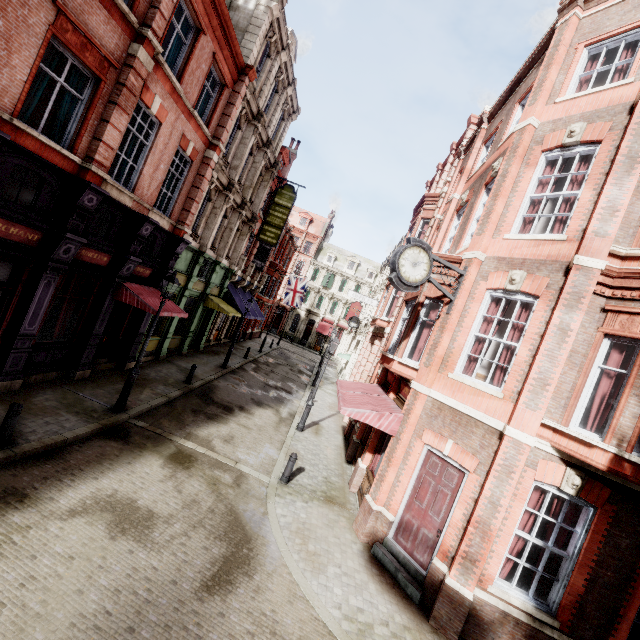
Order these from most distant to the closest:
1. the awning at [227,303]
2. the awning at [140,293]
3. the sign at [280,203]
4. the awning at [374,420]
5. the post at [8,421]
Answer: the sign at [280,203] → the awning at [227,303] → the awning at [140,293] → the awning at [374,420] → the post at [8,421]

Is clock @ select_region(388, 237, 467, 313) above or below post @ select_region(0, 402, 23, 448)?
above

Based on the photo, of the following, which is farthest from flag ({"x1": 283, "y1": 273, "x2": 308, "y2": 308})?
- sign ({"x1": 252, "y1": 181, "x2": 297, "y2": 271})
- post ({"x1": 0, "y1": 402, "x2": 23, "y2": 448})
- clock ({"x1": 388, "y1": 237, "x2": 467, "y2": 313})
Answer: post ({"x1": 0, "y1": 402, "x2": 23, "y2": 448})

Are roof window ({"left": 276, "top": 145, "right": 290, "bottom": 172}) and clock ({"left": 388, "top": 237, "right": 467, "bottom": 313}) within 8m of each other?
no

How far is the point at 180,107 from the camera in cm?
1146

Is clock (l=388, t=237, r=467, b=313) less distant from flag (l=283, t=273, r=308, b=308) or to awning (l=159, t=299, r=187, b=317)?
awning (l=159, t=299, r=187, b=317)

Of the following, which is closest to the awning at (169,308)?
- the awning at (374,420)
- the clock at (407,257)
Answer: the awning at (374,420)

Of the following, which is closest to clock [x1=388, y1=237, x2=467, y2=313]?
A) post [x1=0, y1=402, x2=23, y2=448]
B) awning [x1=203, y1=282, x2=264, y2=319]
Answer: post [x1=0, y1=402, x2=23, y2=448]
